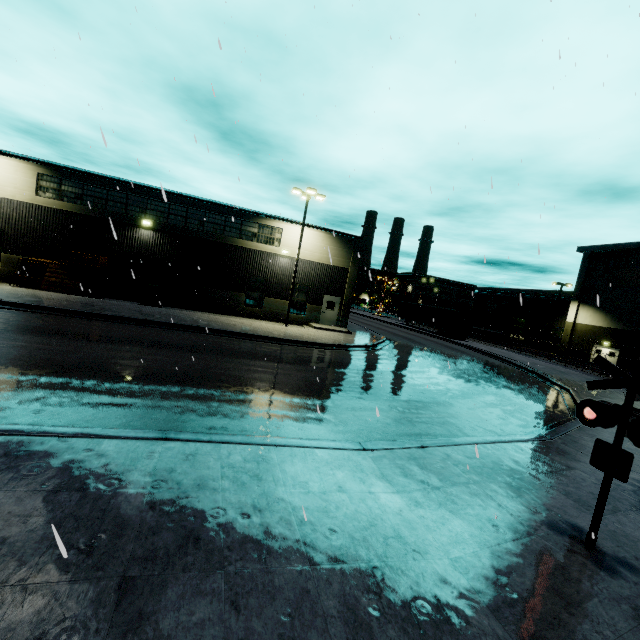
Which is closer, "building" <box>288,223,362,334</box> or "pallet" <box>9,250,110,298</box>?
"pallet" <box>9,250,110,298</box>

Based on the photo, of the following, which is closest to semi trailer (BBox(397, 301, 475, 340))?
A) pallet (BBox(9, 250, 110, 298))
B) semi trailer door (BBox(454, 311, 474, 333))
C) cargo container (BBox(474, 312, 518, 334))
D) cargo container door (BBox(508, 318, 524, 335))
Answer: semi trailer door (BBox(454, 311, 474, 333))

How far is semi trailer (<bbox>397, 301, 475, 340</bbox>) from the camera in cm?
3984

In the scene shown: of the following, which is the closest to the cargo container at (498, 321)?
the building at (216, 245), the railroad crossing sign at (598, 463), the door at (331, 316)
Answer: the building at (216, 245)

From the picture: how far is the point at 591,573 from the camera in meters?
4.1 m

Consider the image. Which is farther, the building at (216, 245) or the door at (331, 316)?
the door at (331, 316)

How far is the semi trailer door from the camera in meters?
39.0 m

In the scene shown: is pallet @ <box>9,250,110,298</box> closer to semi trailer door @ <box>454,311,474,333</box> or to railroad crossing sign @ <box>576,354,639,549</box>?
railroad crossing sign @ <box>576,354,639,549</box>
